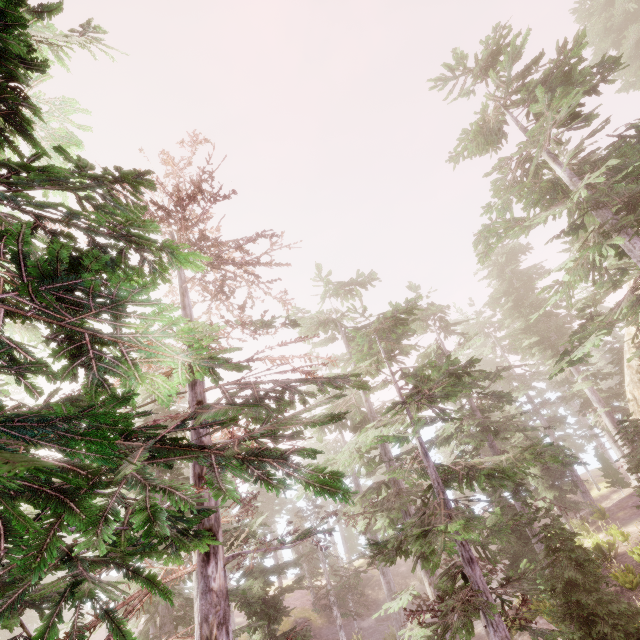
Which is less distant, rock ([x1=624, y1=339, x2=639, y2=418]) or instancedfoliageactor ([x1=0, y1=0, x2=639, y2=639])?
instancedfoliageactor ([x1=0, y1=0, x2=639, y2=639])

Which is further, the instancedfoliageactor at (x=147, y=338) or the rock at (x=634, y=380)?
the rock at (x=634, y=380)

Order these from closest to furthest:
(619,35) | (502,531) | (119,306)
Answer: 1. (119,306)
2. (502,531)
3. (619,35)
